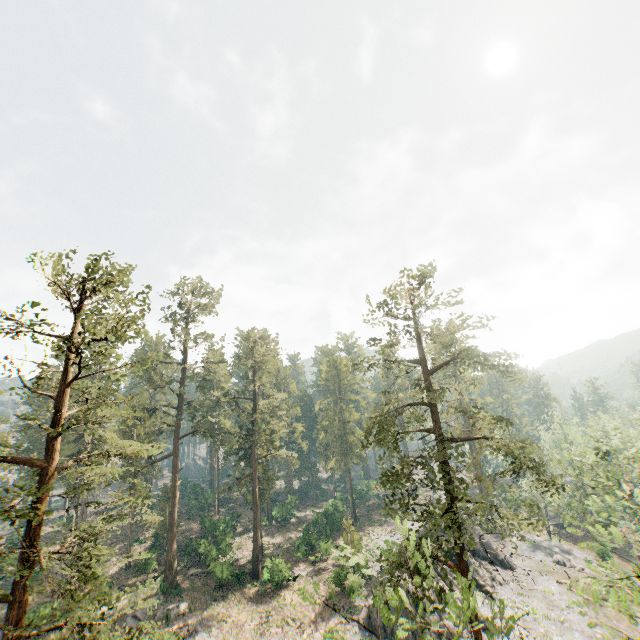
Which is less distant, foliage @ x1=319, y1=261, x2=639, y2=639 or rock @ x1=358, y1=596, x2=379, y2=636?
foliage @ x1=319, y1=261, x2=639, y2=639

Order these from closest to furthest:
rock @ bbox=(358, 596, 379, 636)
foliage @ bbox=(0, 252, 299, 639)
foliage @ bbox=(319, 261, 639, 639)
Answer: foliage @ bbox=(319, 261, 639, 639) < foliage @ bbox=(0, 252, 299, 639) < rock @ bbox=(358, 596, 379, 636)

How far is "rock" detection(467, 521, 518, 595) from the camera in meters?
35.2

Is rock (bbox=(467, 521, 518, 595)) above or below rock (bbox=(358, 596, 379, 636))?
below

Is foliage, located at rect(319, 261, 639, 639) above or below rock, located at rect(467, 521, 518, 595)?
above

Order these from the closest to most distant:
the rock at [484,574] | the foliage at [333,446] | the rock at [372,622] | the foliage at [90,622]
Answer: the foliage at [333,446]
the foliage at [90,622]
the rock at [372,622]
the rock at [484,574]

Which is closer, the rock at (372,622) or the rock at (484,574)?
the rock at (372,622)

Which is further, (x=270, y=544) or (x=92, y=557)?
(x=270, y=544)
